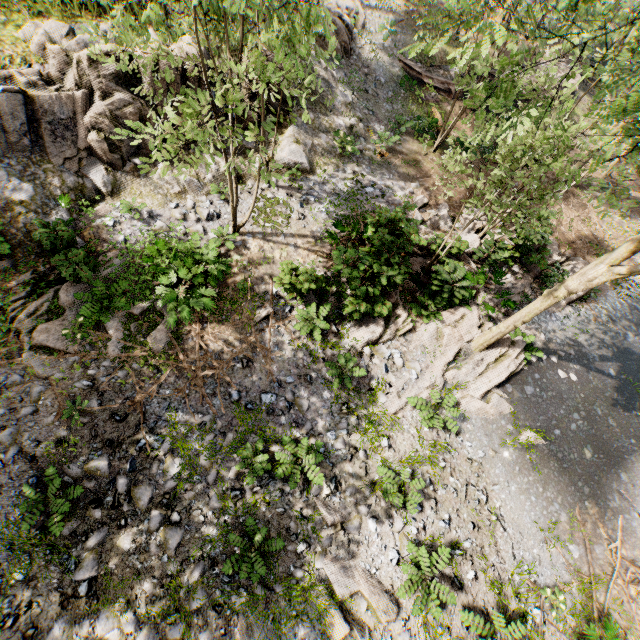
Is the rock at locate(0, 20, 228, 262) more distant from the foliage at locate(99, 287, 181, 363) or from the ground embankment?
the ground embankment

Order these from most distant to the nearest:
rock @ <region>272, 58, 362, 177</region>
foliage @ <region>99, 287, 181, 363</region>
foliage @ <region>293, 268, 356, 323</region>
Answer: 1. rock @ <region>272, 58, 362, 177</region>
2. foliage @ <region>293, 268, 356, 323</region>
3. foliage @ <region>99, 287, 181, 363</region>

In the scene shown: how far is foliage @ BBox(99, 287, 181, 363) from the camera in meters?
7.9 m

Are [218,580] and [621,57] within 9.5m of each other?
no

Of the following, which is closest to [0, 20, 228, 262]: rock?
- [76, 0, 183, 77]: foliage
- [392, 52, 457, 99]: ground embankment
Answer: [76, 0, 183, 77]: foliage

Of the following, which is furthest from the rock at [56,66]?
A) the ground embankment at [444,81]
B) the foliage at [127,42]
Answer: the ground embankment at [444,81]

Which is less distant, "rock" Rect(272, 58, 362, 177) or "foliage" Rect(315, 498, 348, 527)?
"foliage" Rect(315, 498, 348, 527)

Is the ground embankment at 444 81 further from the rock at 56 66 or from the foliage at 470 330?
the rock at 56 66
